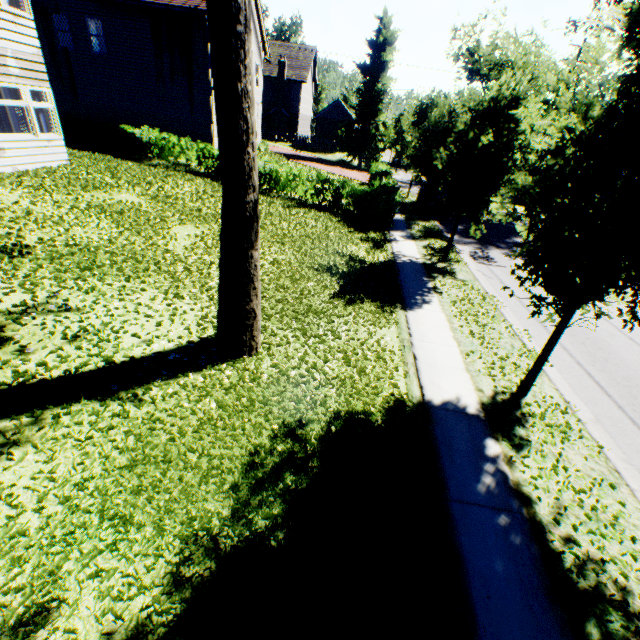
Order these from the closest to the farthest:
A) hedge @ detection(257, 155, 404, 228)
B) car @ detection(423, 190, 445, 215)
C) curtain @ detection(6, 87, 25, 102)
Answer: curtain @ detection(6, 87, 25, 102)
hedge @ detection(257, 155, 404, 228)
car @ detection(423, 190, 445, 215)

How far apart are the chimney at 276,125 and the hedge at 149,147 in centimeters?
3017cm

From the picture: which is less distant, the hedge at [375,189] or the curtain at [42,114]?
the curtain at [42,114]

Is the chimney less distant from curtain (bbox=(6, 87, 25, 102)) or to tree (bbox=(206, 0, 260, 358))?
tree (bbox=(206, 0, 260, 358))

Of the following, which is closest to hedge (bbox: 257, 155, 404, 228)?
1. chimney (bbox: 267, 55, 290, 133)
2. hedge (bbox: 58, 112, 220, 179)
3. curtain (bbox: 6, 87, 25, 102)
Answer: hedge (bbox: 58, 112, 220, 179)

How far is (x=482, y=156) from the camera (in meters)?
10.30

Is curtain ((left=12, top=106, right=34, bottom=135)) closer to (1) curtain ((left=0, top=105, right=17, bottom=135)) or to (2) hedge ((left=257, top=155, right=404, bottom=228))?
(1) curtain ((left=0, top=105, right=17, bottom=135))

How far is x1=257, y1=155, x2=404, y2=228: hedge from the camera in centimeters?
1631cm
